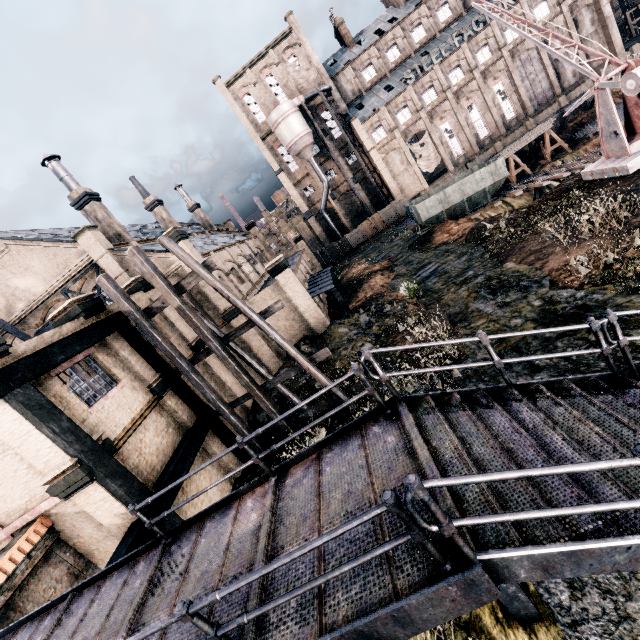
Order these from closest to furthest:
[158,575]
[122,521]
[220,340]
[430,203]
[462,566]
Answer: [462,566] → [158,575] → [122,521] → [220,340] → [430,203]

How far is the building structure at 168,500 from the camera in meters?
10.3

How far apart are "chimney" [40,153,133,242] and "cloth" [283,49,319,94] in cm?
3947

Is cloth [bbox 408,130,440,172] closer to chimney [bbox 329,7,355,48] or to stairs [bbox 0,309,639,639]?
chimney [bbox 329,7,355,48]

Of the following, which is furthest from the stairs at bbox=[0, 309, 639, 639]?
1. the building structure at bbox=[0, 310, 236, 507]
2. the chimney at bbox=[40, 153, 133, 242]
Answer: the chimney at bbox=[40, 153, 133, 242]

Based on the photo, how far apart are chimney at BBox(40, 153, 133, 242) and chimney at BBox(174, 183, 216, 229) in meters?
22.0

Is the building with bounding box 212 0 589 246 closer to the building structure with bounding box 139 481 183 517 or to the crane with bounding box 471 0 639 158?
the crane with bounding box 471 0 639 158

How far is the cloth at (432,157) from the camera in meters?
49.9
